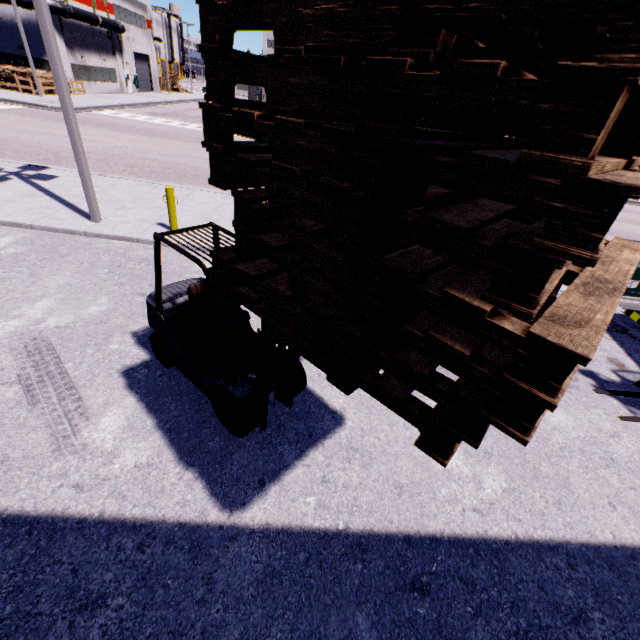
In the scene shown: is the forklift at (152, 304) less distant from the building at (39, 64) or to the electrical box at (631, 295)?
the building at (39, 64)

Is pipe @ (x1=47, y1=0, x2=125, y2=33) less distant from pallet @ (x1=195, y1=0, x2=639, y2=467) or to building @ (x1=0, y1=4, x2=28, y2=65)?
building @ (x1=0, y1=4, x2=28, y2=65)

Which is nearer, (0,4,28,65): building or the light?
the light

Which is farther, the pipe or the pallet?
the pipe

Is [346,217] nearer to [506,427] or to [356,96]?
[356,96]

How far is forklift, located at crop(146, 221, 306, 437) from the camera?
3.79m

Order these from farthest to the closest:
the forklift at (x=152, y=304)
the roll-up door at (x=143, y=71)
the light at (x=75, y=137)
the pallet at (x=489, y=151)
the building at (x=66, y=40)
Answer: the roll-up door at (x=143, y=71), the building at (x=66, y=40), the light at (x=75, y=137), the forklift at (x=152, y=304), the pallet at (x=489, y=151)

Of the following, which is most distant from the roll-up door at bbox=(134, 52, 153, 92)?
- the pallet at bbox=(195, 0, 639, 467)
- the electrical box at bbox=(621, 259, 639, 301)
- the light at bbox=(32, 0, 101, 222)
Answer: the electrical box at bbox=(621, 259, 639, 301)
